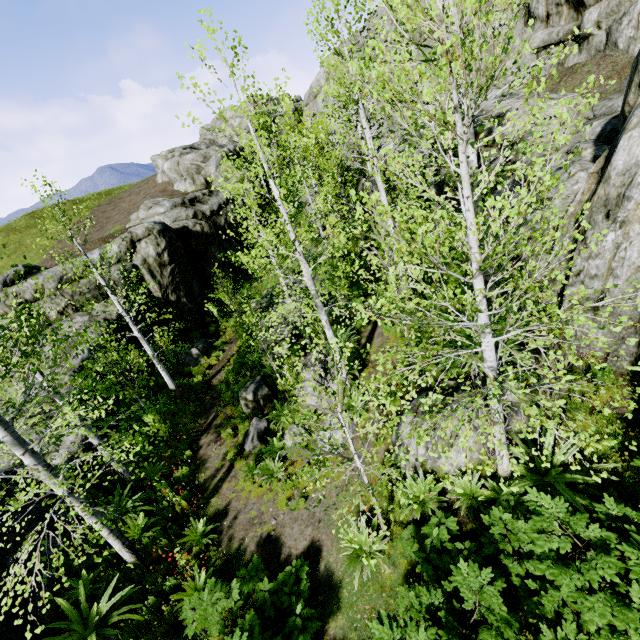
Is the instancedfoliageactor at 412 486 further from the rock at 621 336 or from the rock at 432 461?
the rock at 432 461

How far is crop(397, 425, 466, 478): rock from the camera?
7.35m

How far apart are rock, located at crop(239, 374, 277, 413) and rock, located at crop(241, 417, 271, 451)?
0.4m

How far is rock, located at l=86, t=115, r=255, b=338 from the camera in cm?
1897

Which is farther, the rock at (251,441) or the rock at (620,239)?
the rock at (251,441)

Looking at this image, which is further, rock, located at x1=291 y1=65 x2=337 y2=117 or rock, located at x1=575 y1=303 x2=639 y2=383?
rock, located at x1=291 y1=65 x2=337 y2=117

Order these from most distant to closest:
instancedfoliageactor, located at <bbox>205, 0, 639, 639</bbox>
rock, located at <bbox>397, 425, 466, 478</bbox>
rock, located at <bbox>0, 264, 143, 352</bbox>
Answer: rock, located at <bbox>0, 264, 143, 352</bbox>
rock, located at <bbox>397, 425, 466, 478</bbox>
instancedfoliageactor, located at <bbox>205, 0, 639, 639</bbox>

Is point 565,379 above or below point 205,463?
above
